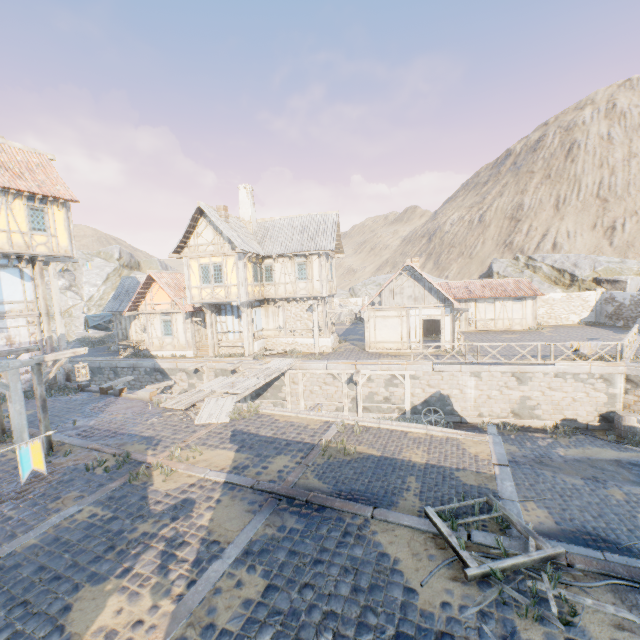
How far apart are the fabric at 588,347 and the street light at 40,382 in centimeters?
2110cm

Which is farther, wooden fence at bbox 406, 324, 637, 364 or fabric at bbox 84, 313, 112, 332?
fabric at bbox 84, 313, 112, 332

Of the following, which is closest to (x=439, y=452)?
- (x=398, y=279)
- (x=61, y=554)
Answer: (x=61, y=554)

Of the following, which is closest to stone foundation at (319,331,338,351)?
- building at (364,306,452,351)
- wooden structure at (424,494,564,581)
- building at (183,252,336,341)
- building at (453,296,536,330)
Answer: building at (183,252,336,341)

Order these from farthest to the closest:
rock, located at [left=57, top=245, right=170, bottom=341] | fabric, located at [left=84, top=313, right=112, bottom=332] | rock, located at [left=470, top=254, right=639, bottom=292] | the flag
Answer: rock, located at [left=57, top=245, right=170, bottom=341], rock, located at [left=470, top=254, right=639, bottom=292], fabric, located at [left=84, top=313, right=112, bottom=332], the flag

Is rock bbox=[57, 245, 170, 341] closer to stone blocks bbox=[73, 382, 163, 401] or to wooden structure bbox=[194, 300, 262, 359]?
stone blocks bbox=[73, 382, 163, 401]

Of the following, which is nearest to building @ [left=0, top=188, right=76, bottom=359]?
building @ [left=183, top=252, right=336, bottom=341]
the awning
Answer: the awning

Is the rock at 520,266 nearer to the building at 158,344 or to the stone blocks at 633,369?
the stone blocks at 633,369
